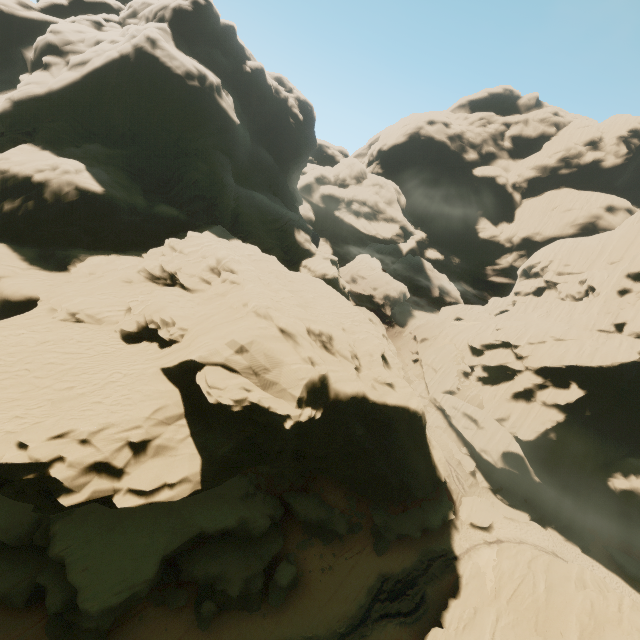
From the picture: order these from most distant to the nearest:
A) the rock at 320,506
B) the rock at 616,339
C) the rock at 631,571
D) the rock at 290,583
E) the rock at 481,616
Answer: the rock at 631,571 < the rock at 320,506 < the rock at 290,583 < the rock at 481,616 < the rock at 616,339

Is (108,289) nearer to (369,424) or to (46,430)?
(46,430)

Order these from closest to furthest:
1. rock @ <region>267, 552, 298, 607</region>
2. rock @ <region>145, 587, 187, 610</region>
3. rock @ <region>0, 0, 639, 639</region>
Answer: rock @ <region>0, 0, 639, 639</region>
rock @ <region>145, 587, 187, 610</region>
rock @ <region>267, 552, 298, 607</region>

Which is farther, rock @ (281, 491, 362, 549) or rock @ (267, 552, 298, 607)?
rock @ (281, 491, 362, 549)

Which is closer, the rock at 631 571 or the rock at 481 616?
the rock at 481 616

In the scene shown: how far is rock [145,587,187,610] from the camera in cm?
2164

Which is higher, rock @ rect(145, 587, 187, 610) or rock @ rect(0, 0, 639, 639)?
rock @ rect(0, 0, 639, 639)
